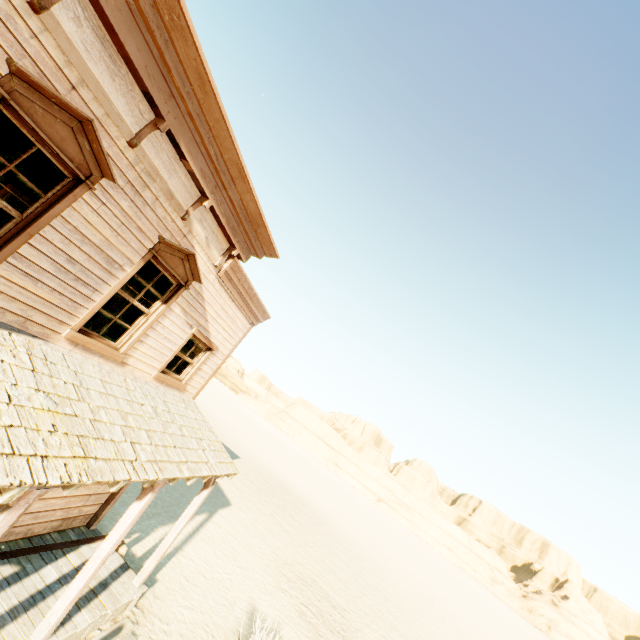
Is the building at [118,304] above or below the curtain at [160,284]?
below

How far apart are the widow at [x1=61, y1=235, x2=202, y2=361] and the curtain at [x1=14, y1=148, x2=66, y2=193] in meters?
1.4 m

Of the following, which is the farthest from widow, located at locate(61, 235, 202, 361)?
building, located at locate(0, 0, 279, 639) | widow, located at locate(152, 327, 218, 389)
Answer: widow, located at locate(152, 327, 218, 389)

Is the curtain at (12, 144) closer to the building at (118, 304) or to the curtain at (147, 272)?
the building at (118, 304)

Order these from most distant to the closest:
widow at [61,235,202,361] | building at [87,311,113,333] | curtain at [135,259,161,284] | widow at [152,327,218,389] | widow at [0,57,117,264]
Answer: building at [87,311,113,333], widow at [152,327,218,389], curtain at [135,259,161,284], widow at [61,235,202,361], widow at [0,57,117,264]

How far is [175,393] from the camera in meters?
7.8 m

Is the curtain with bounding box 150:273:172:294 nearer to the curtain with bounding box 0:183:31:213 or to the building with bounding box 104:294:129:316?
the building with bounding box 104:294:129:316

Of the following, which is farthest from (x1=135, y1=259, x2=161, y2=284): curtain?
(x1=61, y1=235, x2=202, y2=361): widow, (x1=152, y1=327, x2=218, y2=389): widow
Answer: (x1=152, y1=327, x2=218, y2=389): widow
